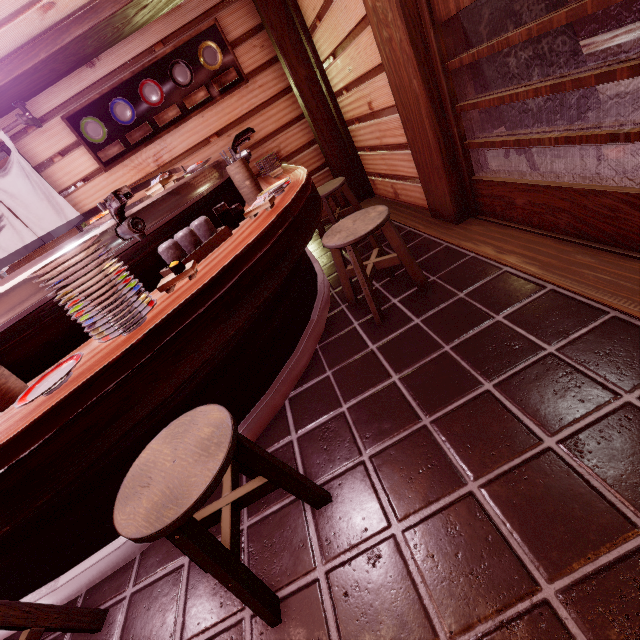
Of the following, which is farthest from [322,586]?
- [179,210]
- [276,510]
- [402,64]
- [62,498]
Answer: [402,64]

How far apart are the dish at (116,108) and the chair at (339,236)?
5.7m

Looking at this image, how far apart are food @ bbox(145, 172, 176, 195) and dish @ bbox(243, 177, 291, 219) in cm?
88

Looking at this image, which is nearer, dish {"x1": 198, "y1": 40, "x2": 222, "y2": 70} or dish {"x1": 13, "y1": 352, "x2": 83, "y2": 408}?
dish {"x1": 13, "y1": 352, "x2": 83, "y2": 408}

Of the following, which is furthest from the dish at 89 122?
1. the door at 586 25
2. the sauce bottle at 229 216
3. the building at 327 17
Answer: the door at 586 25

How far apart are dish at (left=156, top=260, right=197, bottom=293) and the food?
1.0 meters

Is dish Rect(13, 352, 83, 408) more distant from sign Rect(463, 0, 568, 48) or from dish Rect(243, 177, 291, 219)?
sign Rect(463, 0, 568, 48)

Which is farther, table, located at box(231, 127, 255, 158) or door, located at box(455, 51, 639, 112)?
table, located at box(231, 127, 255, 158)
